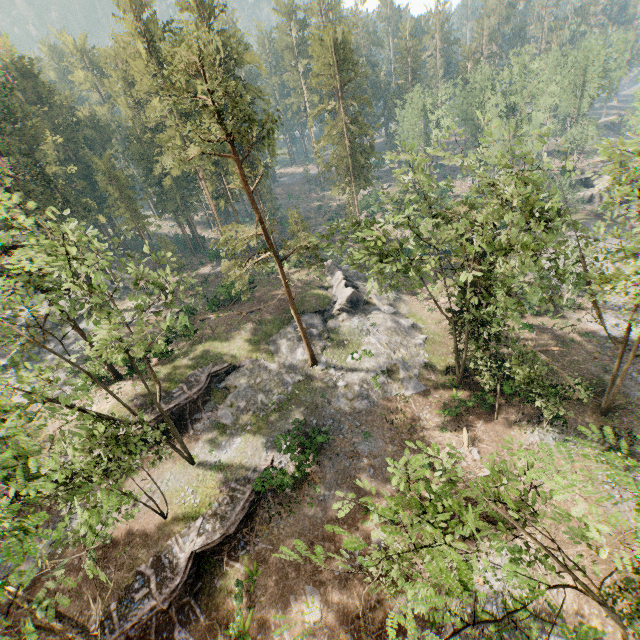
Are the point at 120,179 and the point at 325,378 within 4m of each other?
no

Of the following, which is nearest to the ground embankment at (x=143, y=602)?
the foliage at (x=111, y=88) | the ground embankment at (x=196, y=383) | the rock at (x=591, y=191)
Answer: the foliage at (x=111, y=88)

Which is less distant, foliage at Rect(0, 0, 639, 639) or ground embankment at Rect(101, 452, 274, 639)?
foliage at Rect(0, 0, 639, 639)

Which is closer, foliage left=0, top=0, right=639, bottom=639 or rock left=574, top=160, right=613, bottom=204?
foliage left=0, top=0, right=639, bottom=639

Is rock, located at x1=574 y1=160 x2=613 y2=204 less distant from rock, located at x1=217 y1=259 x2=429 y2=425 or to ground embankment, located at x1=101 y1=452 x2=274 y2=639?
rock, located at x1=217 y1=259 x2=429 y2=425

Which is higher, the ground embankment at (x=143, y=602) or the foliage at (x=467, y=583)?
the foliage at (x=467, y=583)

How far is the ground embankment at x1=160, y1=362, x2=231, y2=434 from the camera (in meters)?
27.77
